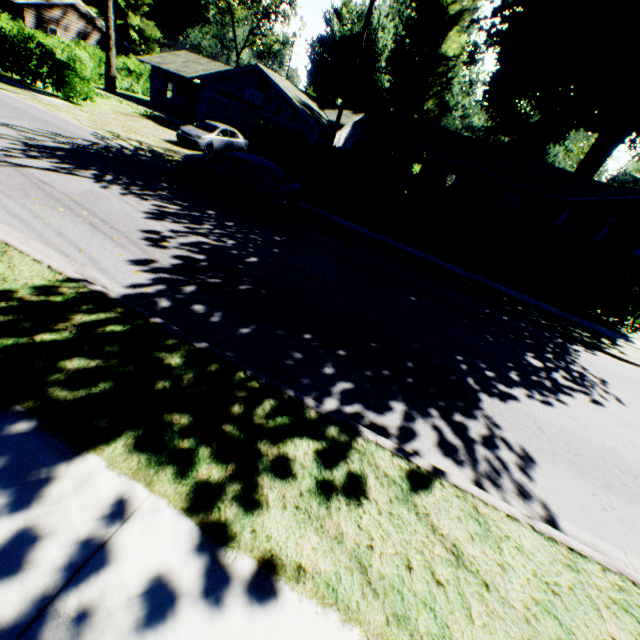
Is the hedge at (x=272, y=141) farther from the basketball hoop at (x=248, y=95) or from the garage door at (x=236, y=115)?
the basketball hoop at (x=248, y=95)

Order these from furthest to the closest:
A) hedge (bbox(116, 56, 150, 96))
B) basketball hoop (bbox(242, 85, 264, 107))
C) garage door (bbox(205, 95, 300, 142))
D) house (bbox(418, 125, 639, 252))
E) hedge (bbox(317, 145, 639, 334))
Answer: hedge (bbox(116, 56, 150, 96))
garage door (bbox(205, 95, 300, 142))
basketball hoop (bbox(242, 85, 264, 107))
house (bbox(418, 125, 639, 252))
hedge (bbox(317, 145, 639, 334))

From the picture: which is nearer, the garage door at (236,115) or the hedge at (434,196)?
the hedge at (434,196)

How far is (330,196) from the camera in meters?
16.0

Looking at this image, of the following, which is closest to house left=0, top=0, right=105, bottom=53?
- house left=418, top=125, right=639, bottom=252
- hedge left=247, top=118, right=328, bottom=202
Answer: hedge left=247, top=118, right=328, bottom=202

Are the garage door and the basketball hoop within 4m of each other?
yes

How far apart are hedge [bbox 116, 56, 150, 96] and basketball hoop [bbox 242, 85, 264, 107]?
20.91m

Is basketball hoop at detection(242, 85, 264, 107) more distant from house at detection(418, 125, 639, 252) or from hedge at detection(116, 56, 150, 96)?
hedge at detection(116, 56, 150, 96)
